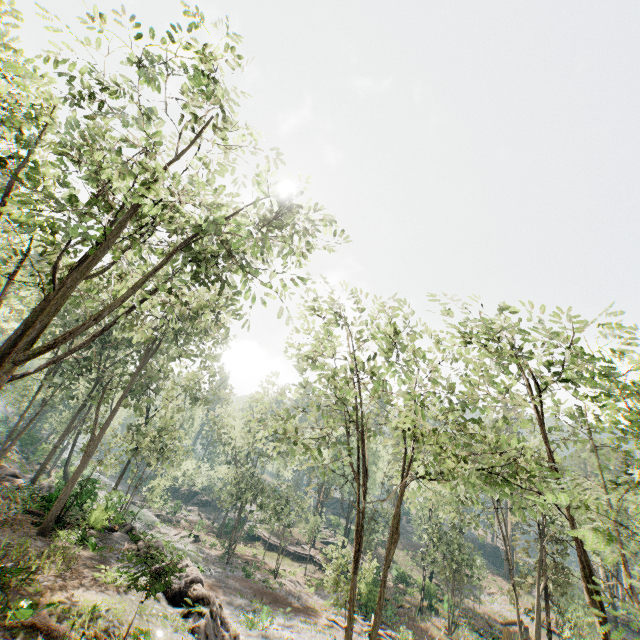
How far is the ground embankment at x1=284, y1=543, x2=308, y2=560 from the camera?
45.4m

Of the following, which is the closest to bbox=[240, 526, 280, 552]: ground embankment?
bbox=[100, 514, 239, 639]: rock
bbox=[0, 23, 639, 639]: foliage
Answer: bbox=[0, 23, 639, 639]: foliage

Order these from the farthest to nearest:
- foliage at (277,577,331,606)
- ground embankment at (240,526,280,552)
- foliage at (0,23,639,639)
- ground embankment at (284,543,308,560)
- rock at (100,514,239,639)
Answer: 1. ground embankment at (240,526,280,552)
2. ground embankment at (284,543,308,560)
3. foliage at (277,577,331,606)
4. rock at (100,514,239,639)
5. foliage at (0,23,639,639)

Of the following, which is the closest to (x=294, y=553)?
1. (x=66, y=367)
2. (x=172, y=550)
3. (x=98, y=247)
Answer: (x=172, y=550)

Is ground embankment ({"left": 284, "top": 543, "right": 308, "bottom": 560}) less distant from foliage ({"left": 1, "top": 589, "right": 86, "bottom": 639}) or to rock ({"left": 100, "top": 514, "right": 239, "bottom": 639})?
foliage ({"left": 1, "top": 589, "right": 86, "bottom": 639})

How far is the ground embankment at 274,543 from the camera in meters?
47.6
